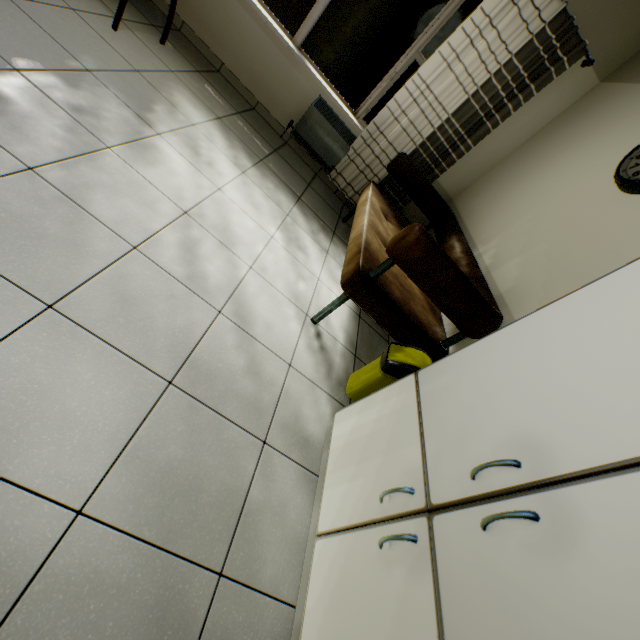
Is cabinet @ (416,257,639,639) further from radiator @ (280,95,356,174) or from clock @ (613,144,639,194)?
radiator @ (280,95,356,174)

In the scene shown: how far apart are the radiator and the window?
0.18m

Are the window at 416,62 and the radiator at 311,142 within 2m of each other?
yes

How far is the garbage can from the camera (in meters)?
1.86

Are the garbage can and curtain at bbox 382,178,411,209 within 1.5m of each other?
no

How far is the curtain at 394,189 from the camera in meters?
3.8

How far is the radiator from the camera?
3.57m

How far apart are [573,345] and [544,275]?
1.33m
